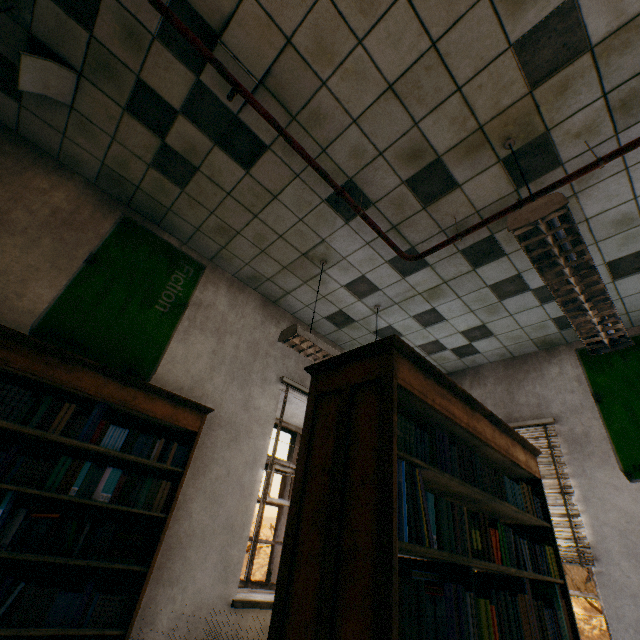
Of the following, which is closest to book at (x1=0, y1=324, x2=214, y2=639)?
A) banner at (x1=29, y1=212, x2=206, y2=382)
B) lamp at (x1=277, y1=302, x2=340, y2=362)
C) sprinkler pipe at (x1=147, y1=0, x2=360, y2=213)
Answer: banner at (x1=29, y1=212, x2=206, y2=382)

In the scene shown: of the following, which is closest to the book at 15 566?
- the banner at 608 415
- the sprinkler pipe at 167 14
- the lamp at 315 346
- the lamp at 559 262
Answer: the lamp at 315 346

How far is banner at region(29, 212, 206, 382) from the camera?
2.71m

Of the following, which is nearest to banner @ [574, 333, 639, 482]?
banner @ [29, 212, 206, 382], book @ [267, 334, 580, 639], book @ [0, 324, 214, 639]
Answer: book @ [267, 334, 580, 639]

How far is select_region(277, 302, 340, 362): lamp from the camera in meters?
2.9 m

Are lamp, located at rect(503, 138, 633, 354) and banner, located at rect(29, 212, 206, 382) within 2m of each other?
no

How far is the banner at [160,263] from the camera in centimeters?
271cm

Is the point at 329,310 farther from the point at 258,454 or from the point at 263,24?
the point at 263,24
